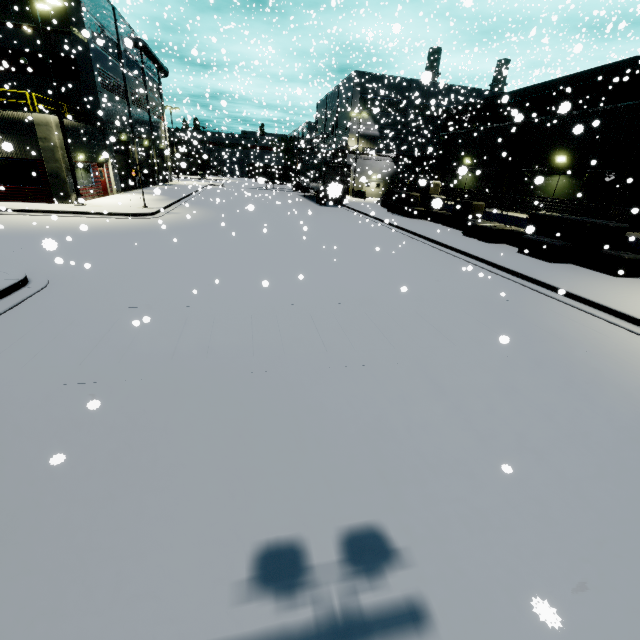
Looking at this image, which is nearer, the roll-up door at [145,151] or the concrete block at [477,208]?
the concrete block at [477,208]

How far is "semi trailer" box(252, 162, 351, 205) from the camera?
11.0m

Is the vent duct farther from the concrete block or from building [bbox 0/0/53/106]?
the concrete block

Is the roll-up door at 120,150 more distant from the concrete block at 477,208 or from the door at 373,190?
the concrete block at 477,208

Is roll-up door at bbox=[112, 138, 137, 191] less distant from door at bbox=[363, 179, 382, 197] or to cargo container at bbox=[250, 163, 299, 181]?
cargo container at bbox=[250, 163, 299, 181]

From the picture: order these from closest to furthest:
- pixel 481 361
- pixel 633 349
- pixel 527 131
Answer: pixel 481 361 → pixel 633 349 → pixel 527 131

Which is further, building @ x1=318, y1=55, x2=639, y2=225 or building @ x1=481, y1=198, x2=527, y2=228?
building @ x1=481, y1=198, x2=527, y2=228

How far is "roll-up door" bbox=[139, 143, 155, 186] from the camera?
36.3 meters
